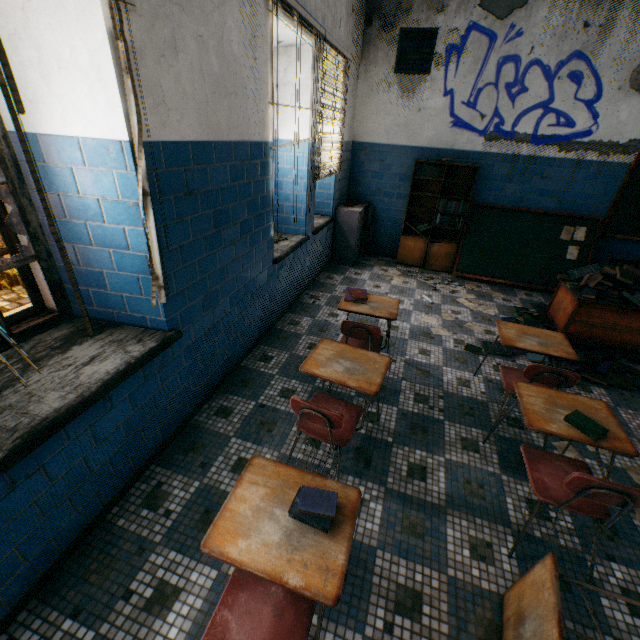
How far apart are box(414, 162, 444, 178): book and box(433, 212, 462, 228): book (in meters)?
0.33

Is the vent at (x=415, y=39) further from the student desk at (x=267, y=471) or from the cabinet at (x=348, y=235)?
the student desk at (x=267, y=471)

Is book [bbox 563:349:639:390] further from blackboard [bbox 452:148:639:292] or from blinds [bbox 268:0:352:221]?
blinds [bbox 268:0:352:221]

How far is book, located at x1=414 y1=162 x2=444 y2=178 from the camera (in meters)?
5.28

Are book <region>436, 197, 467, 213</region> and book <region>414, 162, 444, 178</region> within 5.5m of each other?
yes

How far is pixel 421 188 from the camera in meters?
5.7 m

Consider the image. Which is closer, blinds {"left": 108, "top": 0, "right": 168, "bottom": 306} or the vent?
blinds {"left": 108, "top": 0, "right": 168, "bottom": 306}

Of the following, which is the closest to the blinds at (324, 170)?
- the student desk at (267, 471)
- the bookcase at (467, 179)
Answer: the bookcase at (467, 179)
